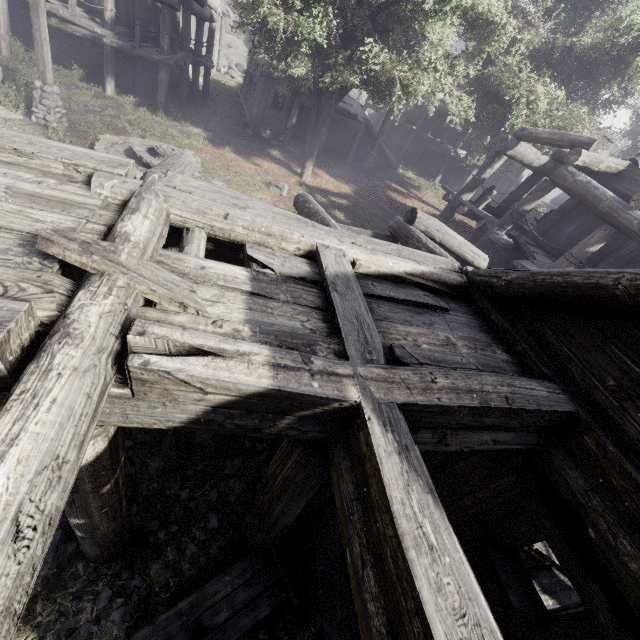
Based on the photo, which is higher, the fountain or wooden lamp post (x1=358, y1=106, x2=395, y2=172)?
wooden lamp post (x1=358, y1=106, x2=395, y2=172)

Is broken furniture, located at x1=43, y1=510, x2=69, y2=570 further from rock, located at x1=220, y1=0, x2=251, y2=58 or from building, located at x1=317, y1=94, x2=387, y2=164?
rock, located at x1=220, y1=0, x2=251, y2=58

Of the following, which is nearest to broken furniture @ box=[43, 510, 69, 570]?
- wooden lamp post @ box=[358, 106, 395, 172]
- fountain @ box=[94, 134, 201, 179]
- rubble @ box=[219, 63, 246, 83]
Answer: fountain @ box=[94, 134, 201, 179]

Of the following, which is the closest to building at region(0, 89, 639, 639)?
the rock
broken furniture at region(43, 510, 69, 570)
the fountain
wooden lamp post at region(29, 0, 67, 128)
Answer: the rock

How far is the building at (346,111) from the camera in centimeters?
1989cm

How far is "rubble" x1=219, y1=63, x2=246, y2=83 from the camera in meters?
29.8 m

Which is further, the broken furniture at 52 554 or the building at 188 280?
the broken furniture at 52 554

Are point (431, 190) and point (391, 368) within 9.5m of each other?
no
